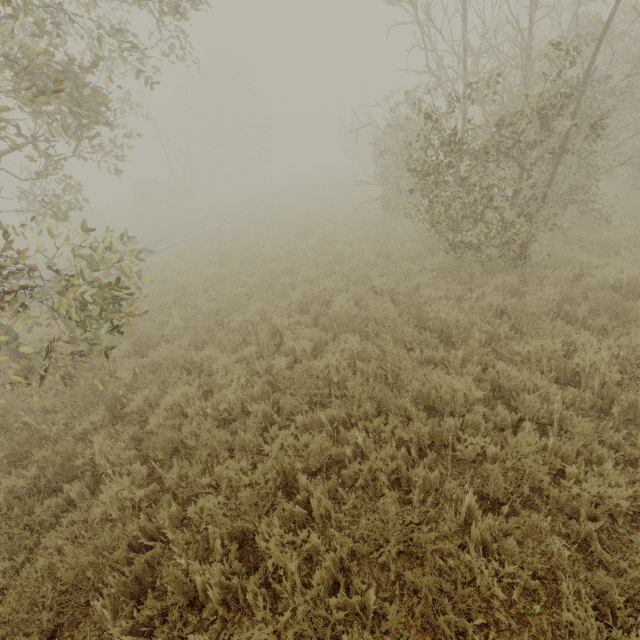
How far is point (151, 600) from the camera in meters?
2.9 m
